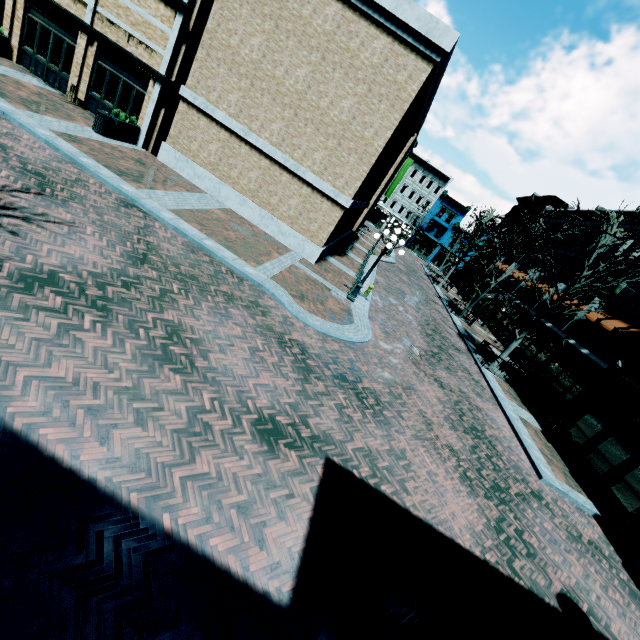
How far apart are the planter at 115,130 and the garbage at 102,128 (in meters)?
0.09

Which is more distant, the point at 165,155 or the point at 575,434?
the point at 165,155

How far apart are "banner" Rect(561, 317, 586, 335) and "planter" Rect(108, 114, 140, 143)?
28.1 meters

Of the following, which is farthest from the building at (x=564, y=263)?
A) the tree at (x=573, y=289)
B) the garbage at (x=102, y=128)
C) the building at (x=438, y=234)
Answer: the building at (x=438, y=234)

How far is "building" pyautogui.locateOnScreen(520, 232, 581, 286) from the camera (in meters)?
27.66

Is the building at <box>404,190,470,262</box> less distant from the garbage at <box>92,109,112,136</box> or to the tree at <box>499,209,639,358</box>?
the tree at <box>499,209,639,358</box>

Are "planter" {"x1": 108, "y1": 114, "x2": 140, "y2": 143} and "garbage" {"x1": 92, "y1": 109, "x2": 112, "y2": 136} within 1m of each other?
yes

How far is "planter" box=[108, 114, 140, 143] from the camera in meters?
14.2 m
